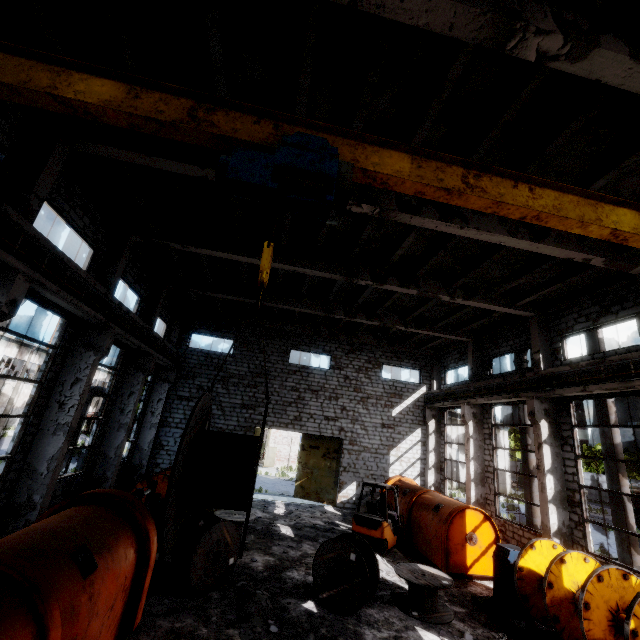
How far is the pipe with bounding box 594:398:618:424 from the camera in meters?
11.8

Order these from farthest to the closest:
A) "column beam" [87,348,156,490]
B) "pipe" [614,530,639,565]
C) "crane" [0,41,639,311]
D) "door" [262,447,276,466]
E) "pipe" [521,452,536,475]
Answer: "door" [262,447,276,466] → "pipe" [521,452,536,475] → "column beam" [87,348,156,490] → "pipe" [614,530,639,565] → "crane" [0,41,639,311]

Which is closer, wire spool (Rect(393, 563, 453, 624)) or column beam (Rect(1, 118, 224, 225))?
column beam (Rect(1, 118, 224, 225))

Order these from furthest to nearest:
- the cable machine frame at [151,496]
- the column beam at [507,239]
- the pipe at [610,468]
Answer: the pipe at [610,468] < the column beam at [507,239] < the cable machine frame at [151,496]

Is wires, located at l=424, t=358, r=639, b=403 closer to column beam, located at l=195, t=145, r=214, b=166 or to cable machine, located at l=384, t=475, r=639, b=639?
column beam, located at l=195, t=145, r=214, b=166

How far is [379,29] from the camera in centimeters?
586cm

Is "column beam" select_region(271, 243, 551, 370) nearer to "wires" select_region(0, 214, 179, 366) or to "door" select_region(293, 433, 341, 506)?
"wires" select_region(0, 214, 179, 366)

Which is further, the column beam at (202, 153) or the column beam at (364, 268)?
the column beam at (364, 268)
